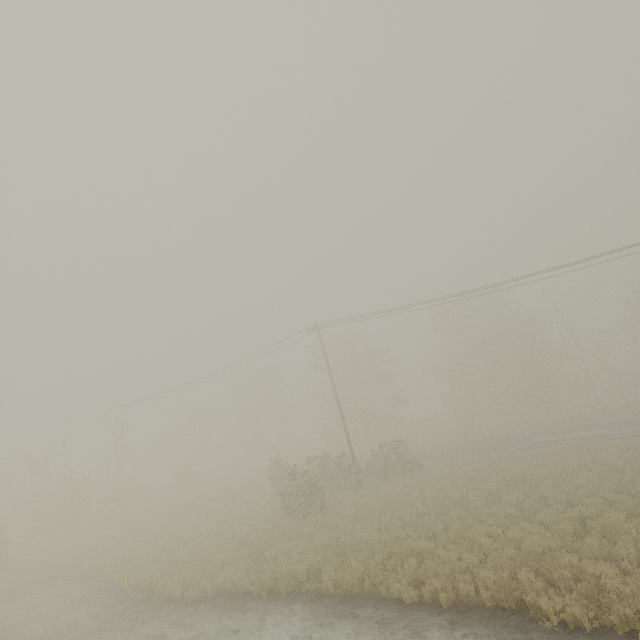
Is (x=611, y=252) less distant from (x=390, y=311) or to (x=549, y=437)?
(x=390, y=311)
